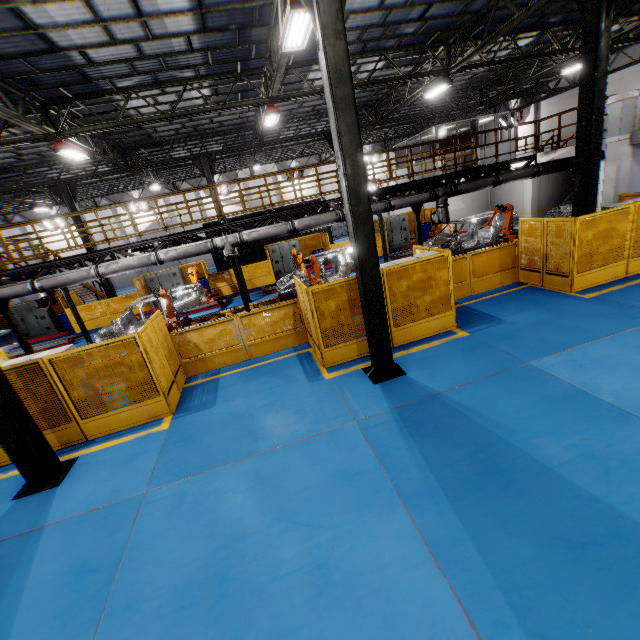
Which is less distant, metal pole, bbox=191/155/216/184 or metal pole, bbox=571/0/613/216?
metal pole, bbox=571/0/613/216

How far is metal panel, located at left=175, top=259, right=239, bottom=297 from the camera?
19.8m

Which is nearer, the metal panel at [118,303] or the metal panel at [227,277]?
the metal panel at [118,303]

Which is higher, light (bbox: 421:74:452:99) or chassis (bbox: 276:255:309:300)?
light (bbox: 421:74:452:99)

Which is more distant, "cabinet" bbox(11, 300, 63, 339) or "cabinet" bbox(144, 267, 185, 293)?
"cabinet" bbox(144, 267, 185, 293)

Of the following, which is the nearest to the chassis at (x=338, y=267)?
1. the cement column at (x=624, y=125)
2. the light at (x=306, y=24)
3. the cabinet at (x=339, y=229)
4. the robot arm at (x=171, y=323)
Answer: the robot arm at (x=171, y=323)

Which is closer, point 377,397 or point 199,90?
point 377,397

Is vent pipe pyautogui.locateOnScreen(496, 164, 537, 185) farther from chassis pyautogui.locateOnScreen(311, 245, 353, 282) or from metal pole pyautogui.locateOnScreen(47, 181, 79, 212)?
metal pole pyautogui.locateOnScreen(47, 181, 79, 212)
